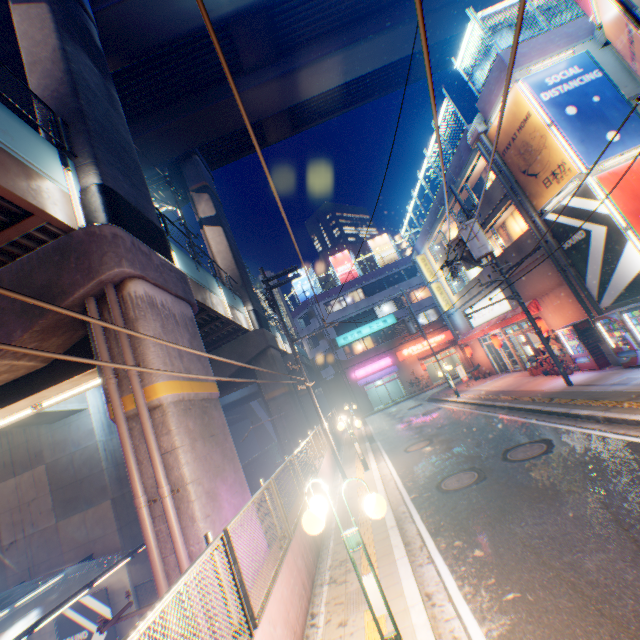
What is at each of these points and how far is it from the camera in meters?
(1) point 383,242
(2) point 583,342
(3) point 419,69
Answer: (1) billboard, 43.7
(2) vending machine, 13.4
(3) overpass support, 27.7

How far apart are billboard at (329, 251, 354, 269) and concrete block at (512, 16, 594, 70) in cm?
2844

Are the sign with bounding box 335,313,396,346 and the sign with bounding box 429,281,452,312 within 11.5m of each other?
no

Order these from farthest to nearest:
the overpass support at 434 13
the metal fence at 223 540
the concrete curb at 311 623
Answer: the overpass support at 434 13 → the concrete curb at 311 623 → the metal fence at 223 540

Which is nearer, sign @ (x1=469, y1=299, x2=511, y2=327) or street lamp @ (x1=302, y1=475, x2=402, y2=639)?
street lamp @ (x1=302, y1=475, x2=402, y2=639)

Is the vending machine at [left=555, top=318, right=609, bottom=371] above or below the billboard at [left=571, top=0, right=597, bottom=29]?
below

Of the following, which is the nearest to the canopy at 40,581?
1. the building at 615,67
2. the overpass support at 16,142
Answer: the overpass support at 16,142

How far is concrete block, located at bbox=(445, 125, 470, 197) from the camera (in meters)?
16.50
